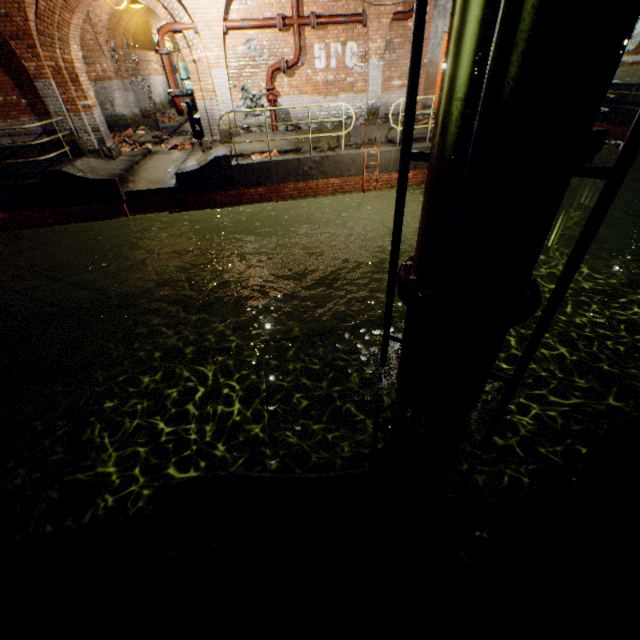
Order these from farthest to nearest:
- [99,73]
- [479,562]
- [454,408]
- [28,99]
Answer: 1. [99,73]
2. [28,99]
3. [454,408]
4. [479,562]

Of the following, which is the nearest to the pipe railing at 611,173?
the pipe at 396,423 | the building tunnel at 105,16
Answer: the pipe at 396,423

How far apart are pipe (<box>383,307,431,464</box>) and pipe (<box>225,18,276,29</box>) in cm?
1031

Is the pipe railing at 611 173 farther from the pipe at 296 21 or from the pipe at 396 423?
the pipe at 296 21

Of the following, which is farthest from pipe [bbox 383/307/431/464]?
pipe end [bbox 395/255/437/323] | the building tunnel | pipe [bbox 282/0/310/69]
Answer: the building tunnel

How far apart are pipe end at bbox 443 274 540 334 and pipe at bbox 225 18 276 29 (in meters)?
10.13

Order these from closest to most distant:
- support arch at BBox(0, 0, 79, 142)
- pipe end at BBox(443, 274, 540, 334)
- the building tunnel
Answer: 1. pipe end at BBox(443, 274, 540, 334)
2. support arch at BBox(0, 0, 79, 142)
3. the building tunnel
